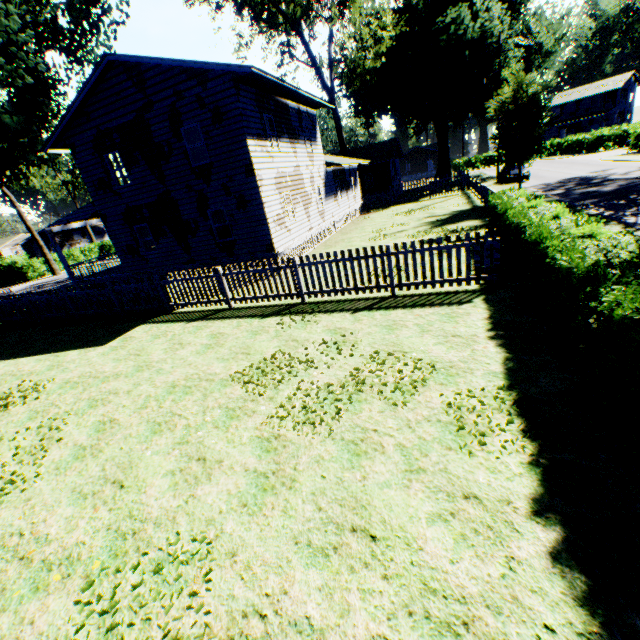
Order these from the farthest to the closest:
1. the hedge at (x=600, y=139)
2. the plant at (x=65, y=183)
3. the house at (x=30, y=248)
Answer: the house at (x=30, y=248) → the hedge at (x=600, y=139) → the plant at (x=65, y=183)

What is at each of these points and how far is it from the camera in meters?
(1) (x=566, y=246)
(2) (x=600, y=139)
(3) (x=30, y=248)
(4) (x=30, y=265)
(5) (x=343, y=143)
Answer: (1) hedge, 6.0 m
(2) hedge, 41.1 m
(3) house, 51.2 m
(4) hedge, 38.0 m
(5) plant, 34.0 m

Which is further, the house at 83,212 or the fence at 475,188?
the fence at 475,188

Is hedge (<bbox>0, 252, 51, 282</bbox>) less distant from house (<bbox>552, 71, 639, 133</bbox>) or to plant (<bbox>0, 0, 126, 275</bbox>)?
plant (<bbox>0, 0, 126, 275</bbox>)

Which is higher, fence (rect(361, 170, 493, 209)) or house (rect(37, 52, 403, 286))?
house (rect(37, 52, 403, 286))

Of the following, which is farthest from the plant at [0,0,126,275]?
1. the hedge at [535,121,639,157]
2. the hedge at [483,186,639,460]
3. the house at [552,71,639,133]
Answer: the house at [552,71,639,133]

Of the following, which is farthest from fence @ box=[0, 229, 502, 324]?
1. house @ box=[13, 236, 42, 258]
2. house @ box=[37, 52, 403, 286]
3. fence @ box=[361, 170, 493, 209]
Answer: house @ box=[13, 236, 42, 258]

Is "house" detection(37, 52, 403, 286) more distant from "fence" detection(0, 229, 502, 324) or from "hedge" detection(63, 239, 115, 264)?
"hedge" detection(63, 239, 115, 264)
